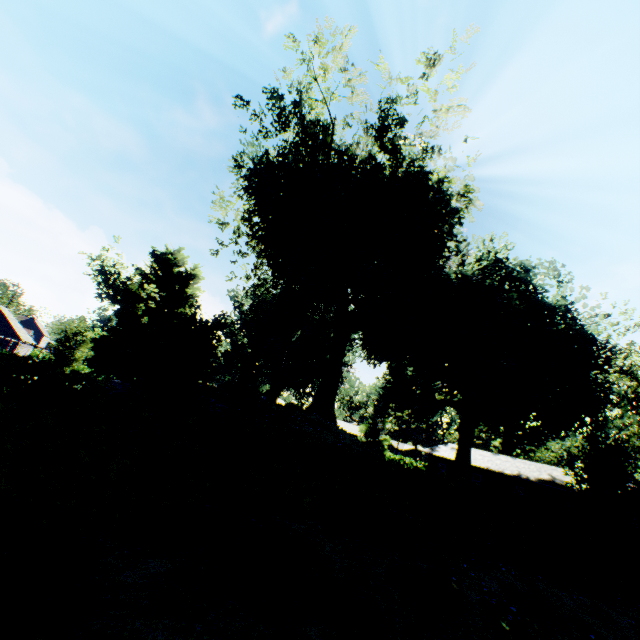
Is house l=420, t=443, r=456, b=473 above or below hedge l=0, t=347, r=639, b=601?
above

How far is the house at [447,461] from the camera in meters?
42.6 m

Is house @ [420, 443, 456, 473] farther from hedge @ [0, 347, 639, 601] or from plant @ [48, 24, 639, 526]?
hedge @ [0, 347, 639, 601]

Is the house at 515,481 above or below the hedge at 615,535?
above

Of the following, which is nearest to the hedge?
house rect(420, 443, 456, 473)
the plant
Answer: the plant

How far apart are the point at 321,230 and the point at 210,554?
26.9m
